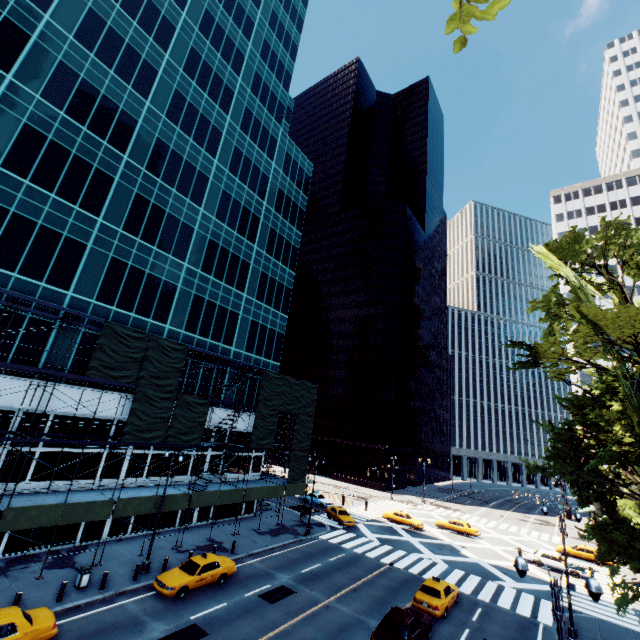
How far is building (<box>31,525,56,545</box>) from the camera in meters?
21.8 m

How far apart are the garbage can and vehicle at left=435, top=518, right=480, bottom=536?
39.26m

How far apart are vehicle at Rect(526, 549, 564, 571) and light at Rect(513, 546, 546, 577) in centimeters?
3051cm

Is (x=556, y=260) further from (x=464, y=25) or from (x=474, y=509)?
(x=474, y=509)

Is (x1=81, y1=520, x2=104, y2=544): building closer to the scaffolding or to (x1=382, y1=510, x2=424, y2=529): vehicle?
the scaffolding

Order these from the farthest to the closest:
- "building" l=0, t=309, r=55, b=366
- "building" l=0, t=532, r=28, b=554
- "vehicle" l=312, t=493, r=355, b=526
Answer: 1. "vehicle" l=312, t=493, r=355, b=526
2. "building" l=0, t=309, r=55, b=366
3. "building" l=0, t=532, r=28, b=554

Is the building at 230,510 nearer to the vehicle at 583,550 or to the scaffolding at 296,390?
the scaffolding at 296,390

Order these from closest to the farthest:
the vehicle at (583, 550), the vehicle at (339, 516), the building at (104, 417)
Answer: the building at (104, 417), the vehicle at (583, 550), the vehicle at (339, 516)
